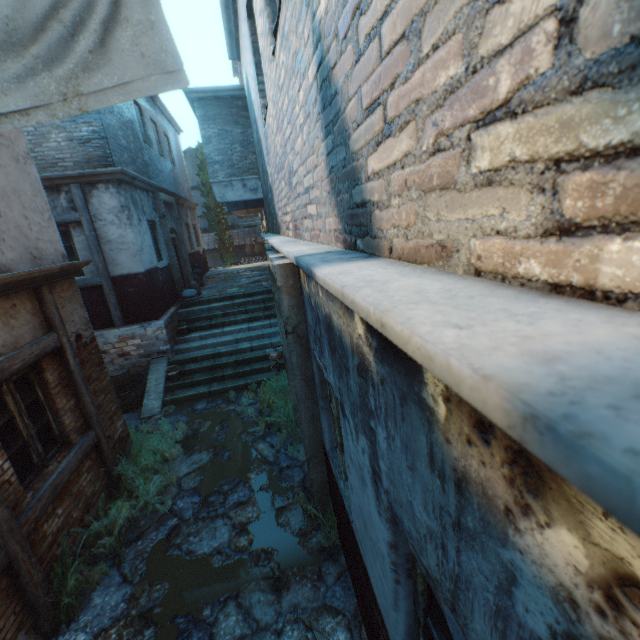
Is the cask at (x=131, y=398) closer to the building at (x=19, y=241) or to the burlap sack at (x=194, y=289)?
the building at (x=19, y=241)

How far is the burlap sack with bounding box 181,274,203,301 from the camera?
11.3 meters

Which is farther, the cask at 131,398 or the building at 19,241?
the cask at 131,398

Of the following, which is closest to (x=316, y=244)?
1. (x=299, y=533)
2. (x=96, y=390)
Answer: (x=299, y=533)

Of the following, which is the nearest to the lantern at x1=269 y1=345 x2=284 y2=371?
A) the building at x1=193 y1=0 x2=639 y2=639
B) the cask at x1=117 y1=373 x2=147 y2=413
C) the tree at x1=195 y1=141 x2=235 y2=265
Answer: the building at x1=193 y1=0 x2=639 y2=639

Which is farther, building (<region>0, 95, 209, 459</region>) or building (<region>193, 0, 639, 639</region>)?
building (<region>0, 95, 209, 459</region>)

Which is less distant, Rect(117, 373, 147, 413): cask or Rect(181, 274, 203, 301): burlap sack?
Rect(117, 373, 147, 413): cask

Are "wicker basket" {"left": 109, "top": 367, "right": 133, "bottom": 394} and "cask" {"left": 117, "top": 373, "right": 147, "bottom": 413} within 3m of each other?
yes
